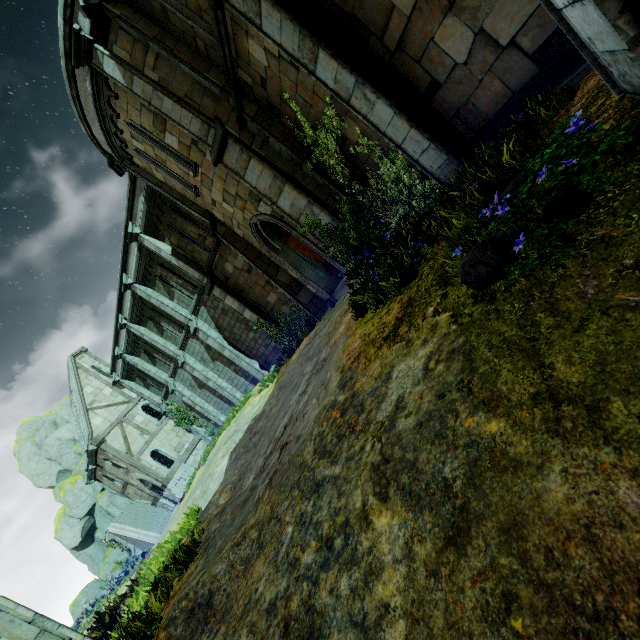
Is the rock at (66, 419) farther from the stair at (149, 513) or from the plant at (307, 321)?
the plant at (307, 321)

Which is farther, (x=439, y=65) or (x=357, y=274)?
(x=357, y=274)

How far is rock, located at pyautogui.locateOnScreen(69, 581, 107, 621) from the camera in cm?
3226

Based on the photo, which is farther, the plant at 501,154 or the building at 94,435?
the building at 94,435

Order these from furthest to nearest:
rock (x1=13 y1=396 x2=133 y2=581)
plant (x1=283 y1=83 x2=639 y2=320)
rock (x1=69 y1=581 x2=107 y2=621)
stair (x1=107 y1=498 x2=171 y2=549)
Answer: rock (x1=69 y1=581 x2=107 y2=621) < rock (x1=13 y1=396 x2=133 y2=581) < stair (x1=107 y1=498 x2=171 y2=549) < plant (x1=283 y1=83 x2=639 y2=320)

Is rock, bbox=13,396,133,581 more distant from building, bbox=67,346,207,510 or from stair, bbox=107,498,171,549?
building, bbox=67,346,207,510

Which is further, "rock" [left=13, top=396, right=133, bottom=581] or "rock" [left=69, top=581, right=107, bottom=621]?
"rock" [left=69, top=581, right=107, bottom=621]
